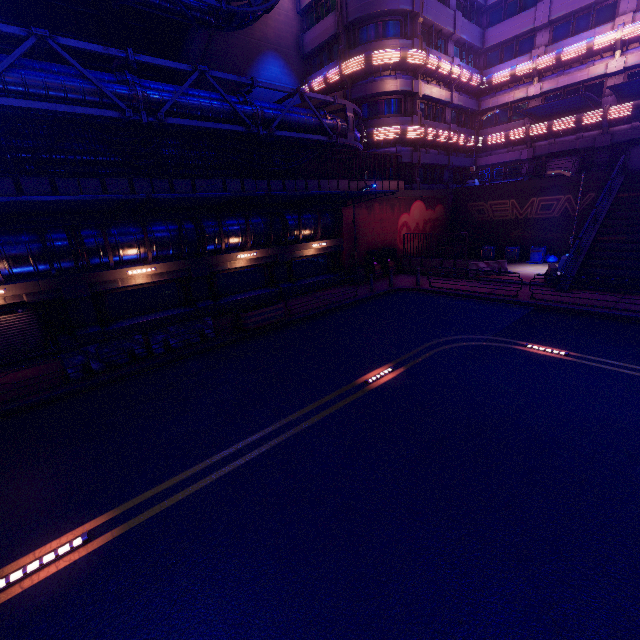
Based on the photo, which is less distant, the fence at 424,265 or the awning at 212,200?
the awning at 212,200

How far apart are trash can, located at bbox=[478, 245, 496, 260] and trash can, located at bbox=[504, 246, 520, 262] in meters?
0.7

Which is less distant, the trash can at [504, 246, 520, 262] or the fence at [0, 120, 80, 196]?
the fence at [0, 120, 80, 196]

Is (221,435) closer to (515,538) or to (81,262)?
(515,538)

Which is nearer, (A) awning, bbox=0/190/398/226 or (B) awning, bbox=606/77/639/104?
(A) awning, bbox=0/190/398/226

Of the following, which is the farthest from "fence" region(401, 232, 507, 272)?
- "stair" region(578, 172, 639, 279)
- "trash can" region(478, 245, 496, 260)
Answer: "trash can" region(478, 245, 496, 260)

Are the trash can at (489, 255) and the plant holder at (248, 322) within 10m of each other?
no

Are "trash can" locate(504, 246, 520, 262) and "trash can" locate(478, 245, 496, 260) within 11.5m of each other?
yes
